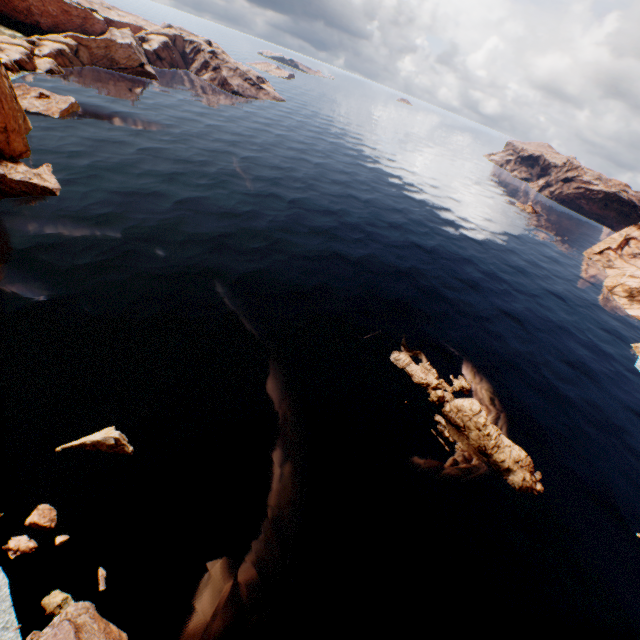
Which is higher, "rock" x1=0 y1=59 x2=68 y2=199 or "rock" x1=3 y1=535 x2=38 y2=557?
"rock" x1=0 y1=59 x2=68 y2=199

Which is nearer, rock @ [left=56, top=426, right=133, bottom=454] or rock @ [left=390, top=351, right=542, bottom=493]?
rock @ [left=56, top=426, right=133, bottom=454]

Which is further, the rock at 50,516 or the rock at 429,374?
the rock at 429,374

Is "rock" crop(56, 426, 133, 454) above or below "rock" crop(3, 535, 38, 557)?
above

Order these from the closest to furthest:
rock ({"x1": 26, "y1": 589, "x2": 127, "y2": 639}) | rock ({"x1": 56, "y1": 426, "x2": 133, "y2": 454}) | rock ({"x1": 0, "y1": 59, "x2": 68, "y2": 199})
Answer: rock ({"x1": 26, "y1": 589, "x2": 127, "y2": 639}), rock ({"x1": 56, "y1": 426, "x2": 133, "y2": 454}), rock ({"x1": 0, "y1": 59, "x2": 68, "y2": 199})

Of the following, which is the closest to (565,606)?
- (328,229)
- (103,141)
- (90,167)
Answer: (328,229)

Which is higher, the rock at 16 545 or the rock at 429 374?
the rock at 429 374
